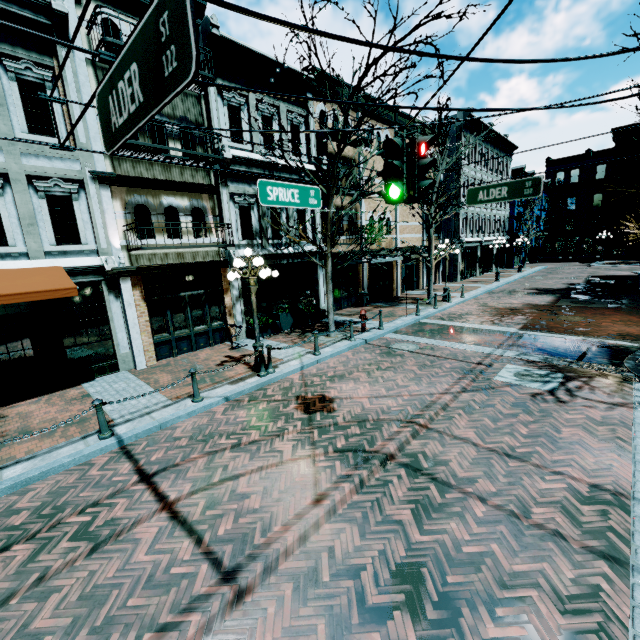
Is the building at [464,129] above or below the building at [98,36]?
above

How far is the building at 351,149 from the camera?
17.16m

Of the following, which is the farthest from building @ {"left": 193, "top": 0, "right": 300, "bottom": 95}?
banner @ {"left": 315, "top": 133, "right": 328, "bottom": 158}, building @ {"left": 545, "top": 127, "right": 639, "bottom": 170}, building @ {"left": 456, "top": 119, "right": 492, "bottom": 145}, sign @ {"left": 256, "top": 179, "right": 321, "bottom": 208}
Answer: building @ {"left": 545, "top": 127, "right": 639, "bottom": 170}

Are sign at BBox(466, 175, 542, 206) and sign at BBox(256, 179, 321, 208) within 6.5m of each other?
yes

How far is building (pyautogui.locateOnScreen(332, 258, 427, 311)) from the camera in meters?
18.8

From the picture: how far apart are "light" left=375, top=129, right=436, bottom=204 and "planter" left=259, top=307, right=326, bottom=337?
9.28m

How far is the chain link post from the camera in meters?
6.4 m

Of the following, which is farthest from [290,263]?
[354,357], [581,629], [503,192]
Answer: [581,629]
